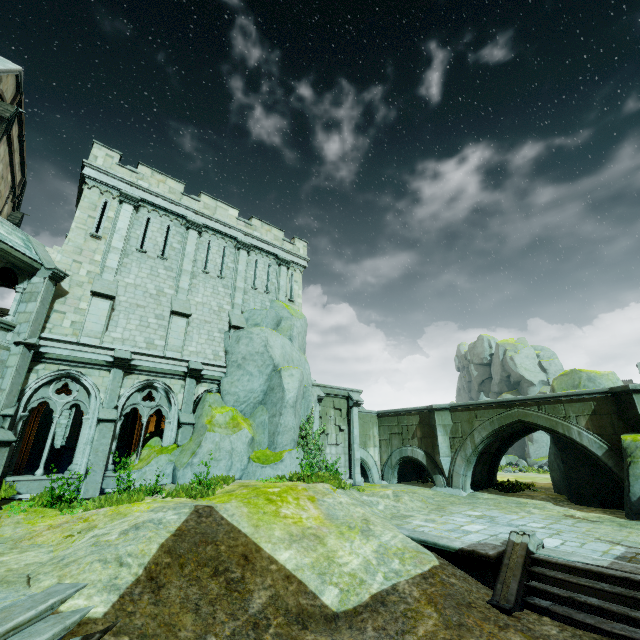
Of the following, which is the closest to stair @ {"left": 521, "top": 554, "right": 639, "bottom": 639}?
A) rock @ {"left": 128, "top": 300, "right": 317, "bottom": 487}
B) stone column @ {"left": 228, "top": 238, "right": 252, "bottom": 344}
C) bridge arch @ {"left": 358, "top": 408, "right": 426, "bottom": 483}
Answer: rock @ {"left": 128, "top": 300, "right": 317, "bottom": 487}

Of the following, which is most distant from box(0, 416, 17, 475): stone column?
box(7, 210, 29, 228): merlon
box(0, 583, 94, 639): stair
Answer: box(7, 210, 29, 228): merlon

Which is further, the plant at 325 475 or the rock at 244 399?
the rock at 244 399

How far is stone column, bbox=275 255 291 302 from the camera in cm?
2153

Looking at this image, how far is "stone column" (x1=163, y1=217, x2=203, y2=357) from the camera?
15.80m

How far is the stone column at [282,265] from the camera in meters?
21.5 m

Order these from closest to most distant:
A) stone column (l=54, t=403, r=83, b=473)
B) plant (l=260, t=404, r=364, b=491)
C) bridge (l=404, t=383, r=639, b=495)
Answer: plant (l=260, t=404, r=364, b=491) → bridge (l=404, t=383, r=639, b=495) → stone column (l=54, t=403, r=83, b=473)

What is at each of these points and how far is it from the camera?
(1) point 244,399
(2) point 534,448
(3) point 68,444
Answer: (1) rock, 16.5m
(2) rock, 39.3m
(3) stone column, 21.0m
